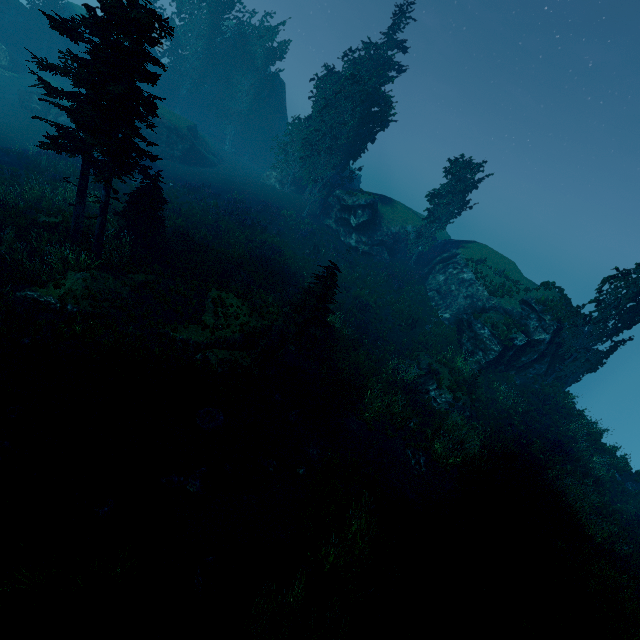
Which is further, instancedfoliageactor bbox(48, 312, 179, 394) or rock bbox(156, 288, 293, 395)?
rock bbox(156, 288, 293, 395)

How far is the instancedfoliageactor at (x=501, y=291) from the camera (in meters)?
Result: 26.81

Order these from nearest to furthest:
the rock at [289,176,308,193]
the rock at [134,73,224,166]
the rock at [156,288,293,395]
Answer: the rock at [156,288,293,395] < the rock at [134,73,224,166] < the rock at [289,176,308,193]

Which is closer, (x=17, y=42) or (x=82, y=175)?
(x=82, y=175)

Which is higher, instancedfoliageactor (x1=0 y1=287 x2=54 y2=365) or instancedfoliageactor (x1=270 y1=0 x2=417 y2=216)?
instancedfoliageactor (x1=270 y1=0 x2=417 y2=216)

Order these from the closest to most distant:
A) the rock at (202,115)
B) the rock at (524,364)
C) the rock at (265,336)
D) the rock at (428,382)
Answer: the rock at (265,336) → the rock at (428,382) → the rock at (524,364) → the rock at (202,115)

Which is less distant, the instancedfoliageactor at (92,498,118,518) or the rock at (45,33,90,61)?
the instancedfoliageactor at (92,498,118,518)
